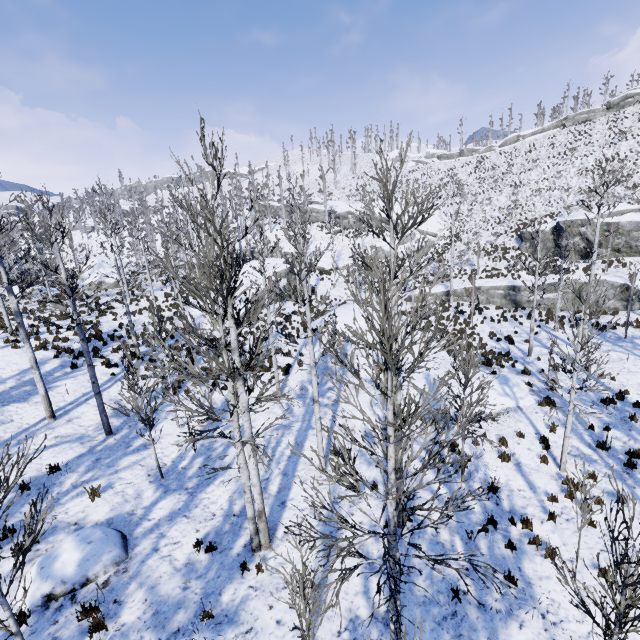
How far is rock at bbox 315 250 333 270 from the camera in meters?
42.2

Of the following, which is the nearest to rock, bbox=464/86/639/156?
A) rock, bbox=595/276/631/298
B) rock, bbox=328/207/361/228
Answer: rock, bbox=328/207/361/228

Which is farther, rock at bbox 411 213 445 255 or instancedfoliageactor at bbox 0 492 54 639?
rock at bbox 411 213 445 255

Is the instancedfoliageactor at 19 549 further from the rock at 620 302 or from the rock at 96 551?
the rock at 620 302

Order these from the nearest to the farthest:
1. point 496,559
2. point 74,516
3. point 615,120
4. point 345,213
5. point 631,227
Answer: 1. point 496,559
2. point 74,516
3. point 631,227
4. point 615,120
5. point 345,213

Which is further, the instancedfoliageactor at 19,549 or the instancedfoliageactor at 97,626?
the instancedfoliageactor at 97,626

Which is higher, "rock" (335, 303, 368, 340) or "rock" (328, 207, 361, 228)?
"rock" (328, 207, 361, 228)

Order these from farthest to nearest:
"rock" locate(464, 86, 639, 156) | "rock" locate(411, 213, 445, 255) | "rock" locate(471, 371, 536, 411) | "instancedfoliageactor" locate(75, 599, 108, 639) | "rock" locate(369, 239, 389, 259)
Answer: "rock" locate(464, 86, 639, 156) → "rock" locate(369, 239, 389, 259) → "rock" locate(411, 213, 445, 255) → "rock" locate(471, 371, 536, 411) → "instancedfoliageactor" locate(75, 599, 108, 639)
